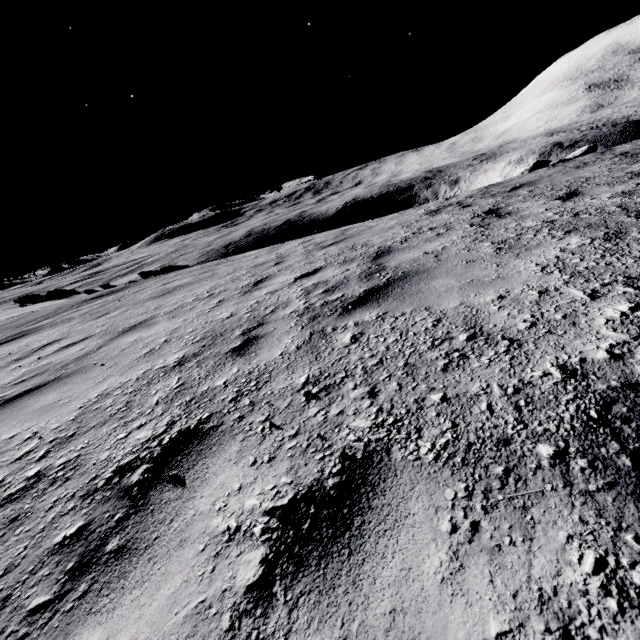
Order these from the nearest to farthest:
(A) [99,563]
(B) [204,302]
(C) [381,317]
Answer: (A) [99,563]
(C) [381,317]
(B) [204,302]
